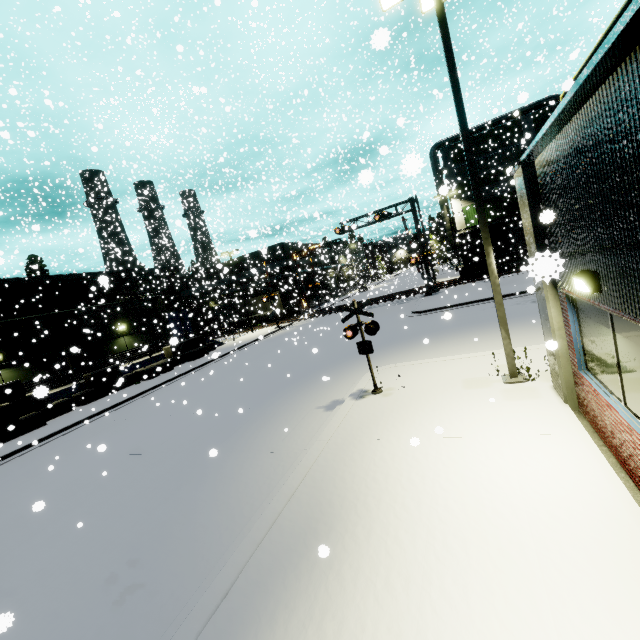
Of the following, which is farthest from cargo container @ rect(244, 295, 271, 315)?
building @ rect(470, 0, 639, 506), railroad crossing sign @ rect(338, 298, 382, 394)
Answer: railroad crossing sign @ rect(338, 298, 382, 394)

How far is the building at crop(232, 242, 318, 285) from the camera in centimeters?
3944cm

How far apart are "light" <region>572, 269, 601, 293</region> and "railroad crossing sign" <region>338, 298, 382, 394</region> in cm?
504

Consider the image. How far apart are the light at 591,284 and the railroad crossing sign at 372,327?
5.04m

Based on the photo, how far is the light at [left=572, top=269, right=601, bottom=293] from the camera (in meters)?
4.19

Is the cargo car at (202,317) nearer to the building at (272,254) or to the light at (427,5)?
the building at (272,254)

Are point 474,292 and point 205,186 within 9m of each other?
no

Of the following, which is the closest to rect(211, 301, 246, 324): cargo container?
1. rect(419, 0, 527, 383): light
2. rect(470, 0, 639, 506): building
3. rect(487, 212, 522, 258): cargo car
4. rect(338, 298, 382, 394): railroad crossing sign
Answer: rect(470, 0, 639, 506): building
